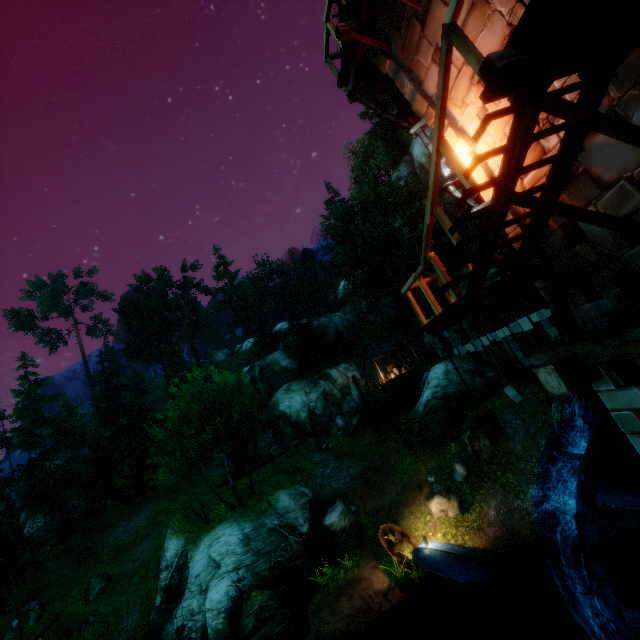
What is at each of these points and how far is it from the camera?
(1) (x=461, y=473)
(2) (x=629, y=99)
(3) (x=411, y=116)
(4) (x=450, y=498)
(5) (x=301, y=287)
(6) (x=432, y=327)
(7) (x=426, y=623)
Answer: (1) rock, 17.56m
(2) tower, 3.59m
(3) building, 8.25m
(4) rock, 16.64m
(5) tree, 56.09m
(6) wooden platform, 6.65m
(7) rock, 12.77m

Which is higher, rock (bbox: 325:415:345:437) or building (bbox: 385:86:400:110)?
building (bbox: 385:86:400:110)

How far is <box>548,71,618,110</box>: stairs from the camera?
3.4m

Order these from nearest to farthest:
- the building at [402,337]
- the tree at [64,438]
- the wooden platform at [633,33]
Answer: the wooden platform at [633,33]
the tree at [64,438]
the building at [402,337]

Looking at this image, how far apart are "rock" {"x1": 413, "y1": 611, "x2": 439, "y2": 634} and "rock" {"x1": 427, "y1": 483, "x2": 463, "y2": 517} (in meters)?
4.37

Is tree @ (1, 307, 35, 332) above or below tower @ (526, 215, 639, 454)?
above

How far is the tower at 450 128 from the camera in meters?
5.2

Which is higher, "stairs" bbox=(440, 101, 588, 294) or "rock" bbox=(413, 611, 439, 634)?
"stairs" bbox=(440, 101, 588, 294)
